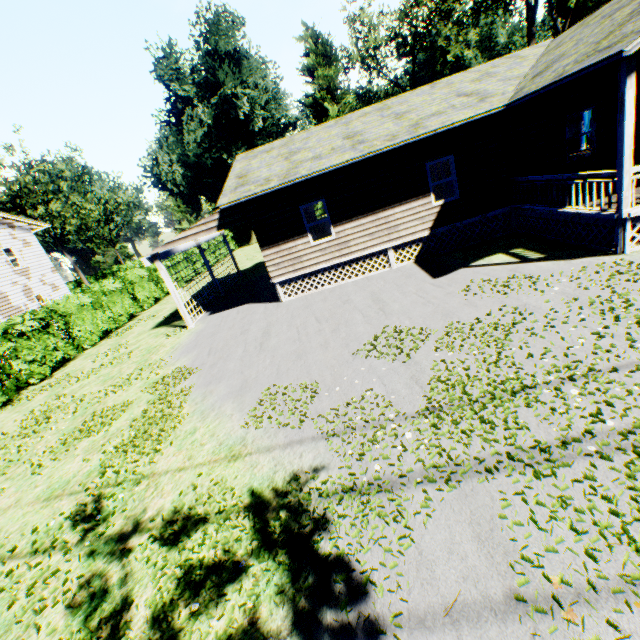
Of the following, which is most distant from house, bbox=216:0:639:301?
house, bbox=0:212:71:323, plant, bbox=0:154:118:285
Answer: plant, bbox=0:154:118:285

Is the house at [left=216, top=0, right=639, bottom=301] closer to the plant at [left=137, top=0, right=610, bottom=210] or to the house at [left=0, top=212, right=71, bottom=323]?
the house at [left=0, top=212, right=71, bottom=323]

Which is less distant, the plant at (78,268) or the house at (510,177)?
the house at (510,177)

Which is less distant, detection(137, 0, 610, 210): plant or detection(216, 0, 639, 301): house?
detection(216, 0, 639, 301): house

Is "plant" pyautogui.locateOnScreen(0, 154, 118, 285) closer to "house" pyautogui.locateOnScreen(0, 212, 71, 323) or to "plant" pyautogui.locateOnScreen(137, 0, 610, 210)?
"house" pyautogui.locateOnScreen(0, 212, 71, 323)

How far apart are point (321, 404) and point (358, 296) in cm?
599

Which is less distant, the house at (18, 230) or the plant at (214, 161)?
the house at (18, 230)
